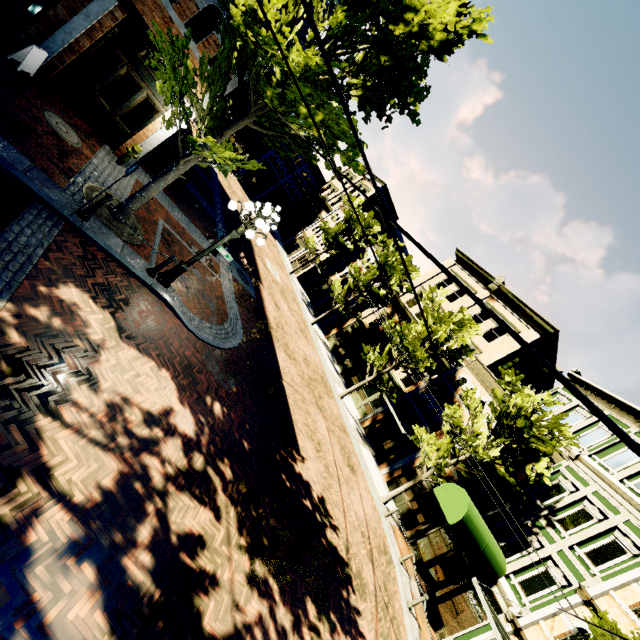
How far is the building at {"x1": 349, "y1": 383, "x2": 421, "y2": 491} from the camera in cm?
2070

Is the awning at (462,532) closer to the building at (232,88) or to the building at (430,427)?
the building at (430,427)

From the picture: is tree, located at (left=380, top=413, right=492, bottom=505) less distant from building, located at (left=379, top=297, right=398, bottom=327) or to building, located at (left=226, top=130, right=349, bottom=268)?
building, located at (left=379, top=297, right=398, bottom=327)

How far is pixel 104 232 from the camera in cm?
790

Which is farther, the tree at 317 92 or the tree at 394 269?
the tree at 394 269

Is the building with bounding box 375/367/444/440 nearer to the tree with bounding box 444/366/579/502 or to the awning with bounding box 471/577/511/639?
the tree with bounding box 444/366/579/502

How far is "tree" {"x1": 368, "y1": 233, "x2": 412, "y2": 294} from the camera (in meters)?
25.44

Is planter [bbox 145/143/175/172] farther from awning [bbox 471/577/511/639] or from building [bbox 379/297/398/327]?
awning [bbox 471/577/511/639]
